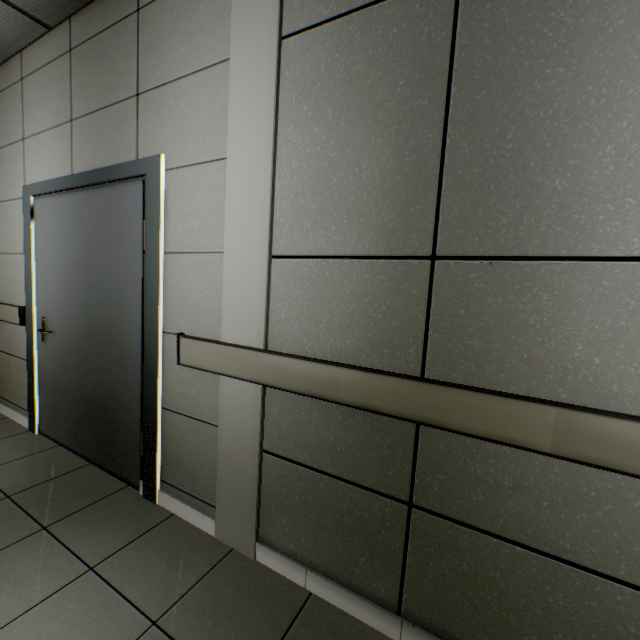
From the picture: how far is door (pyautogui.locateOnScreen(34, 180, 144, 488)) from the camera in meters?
2.1

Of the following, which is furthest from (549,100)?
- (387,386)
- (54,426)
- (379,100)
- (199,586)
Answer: (54,426)

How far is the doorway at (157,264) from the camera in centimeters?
194cm

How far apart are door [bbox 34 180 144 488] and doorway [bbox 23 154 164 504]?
0.01m

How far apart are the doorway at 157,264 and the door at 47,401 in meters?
0.0 m

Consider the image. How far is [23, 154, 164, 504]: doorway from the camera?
1.94m
